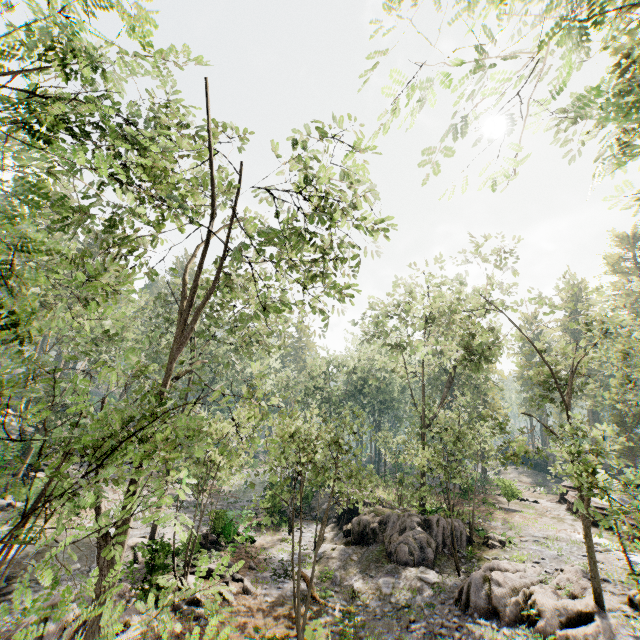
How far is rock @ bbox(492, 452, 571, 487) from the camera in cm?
4550

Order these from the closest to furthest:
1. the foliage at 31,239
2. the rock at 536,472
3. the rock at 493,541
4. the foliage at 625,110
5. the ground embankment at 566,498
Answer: the foliage at 625,110, the foliage at 31,239, the rock at 493,541, the ground embankment at 566,498, the rock at 536,472

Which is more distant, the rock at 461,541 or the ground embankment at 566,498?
the ground embankment at 566,498

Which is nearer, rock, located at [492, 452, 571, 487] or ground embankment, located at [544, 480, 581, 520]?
ground embankment, located at [544, 480, 581, 520]

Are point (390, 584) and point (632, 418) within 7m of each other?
no

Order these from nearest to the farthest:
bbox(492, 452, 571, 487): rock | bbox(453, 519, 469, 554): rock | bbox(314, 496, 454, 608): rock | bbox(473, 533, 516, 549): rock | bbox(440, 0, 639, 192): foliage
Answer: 1. bbox(440, 0, 639, 192): foliage
2. bbox(314, 496, 454, 608): rock
3. bbox(453, 519, 469, 554): rock
4. bbox(473, 533, 516, 549): rock
5. bbox(492, 452, 571, 487): rock

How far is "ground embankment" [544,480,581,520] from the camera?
26.3 meters

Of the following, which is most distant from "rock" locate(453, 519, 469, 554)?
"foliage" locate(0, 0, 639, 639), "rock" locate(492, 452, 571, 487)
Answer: "rock" locate(492, 452, 571, 487)
